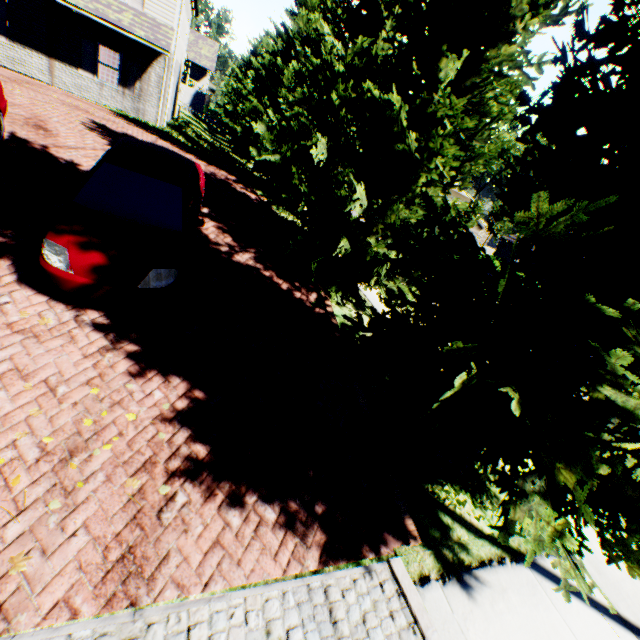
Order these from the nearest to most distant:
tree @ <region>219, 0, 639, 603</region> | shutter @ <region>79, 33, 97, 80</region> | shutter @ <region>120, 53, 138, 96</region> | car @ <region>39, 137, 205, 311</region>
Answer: tree @ <region>219, 0, 639, 603</region> < car @ <region>39, 137, 205, 311</region> < shutter @ <region>79, 33, 97, 80</region> < shutter @ <region>120, 53, 138, 96</region>

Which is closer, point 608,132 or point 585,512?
point 585,512

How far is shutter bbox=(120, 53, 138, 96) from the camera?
15.82m

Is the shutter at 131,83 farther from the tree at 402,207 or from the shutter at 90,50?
the tree at 402,207

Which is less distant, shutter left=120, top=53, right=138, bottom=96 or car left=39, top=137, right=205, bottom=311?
car left=39, top=137, right=205, bottom=311

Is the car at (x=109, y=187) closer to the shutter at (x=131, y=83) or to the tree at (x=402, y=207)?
the tree at (x=402, y=207)

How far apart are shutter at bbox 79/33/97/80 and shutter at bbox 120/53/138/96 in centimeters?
96cm

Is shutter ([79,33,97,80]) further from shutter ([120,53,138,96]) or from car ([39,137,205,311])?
car ([39,137,205,311])
